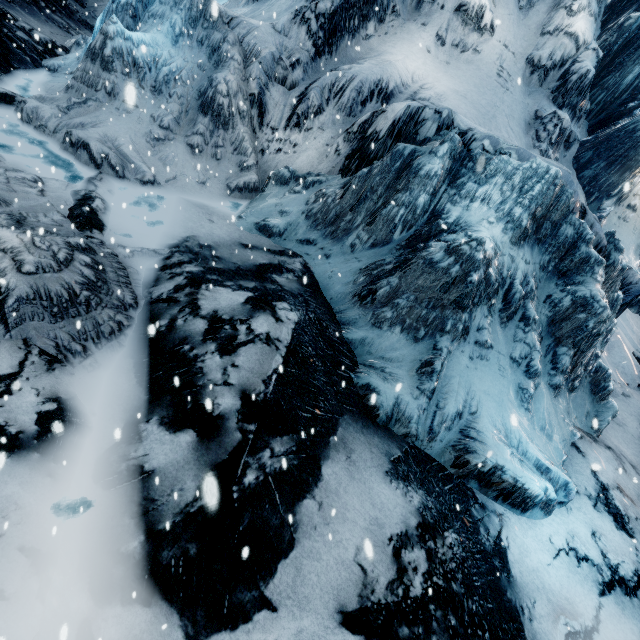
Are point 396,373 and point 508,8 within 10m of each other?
no
